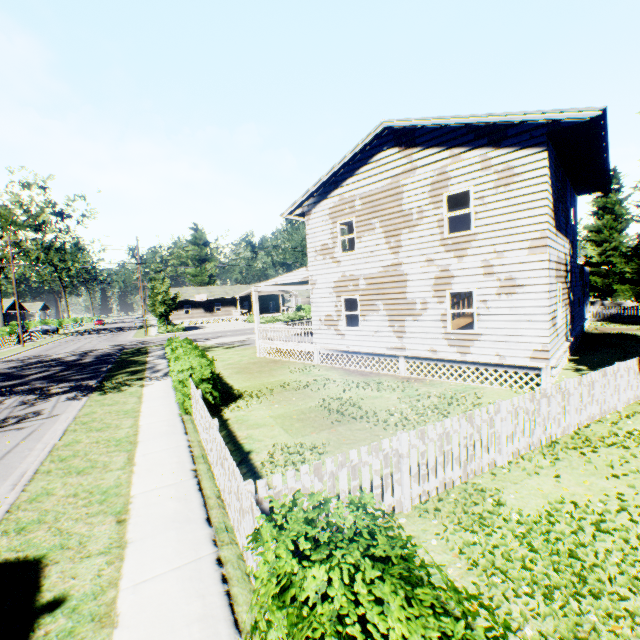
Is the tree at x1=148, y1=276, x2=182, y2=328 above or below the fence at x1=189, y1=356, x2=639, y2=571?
above

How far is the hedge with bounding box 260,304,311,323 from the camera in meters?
47.1 m

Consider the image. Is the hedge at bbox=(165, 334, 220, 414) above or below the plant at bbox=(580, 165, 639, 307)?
below

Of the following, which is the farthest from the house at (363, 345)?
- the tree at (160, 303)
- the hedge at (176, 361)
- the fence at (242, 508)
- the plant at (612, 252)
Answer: the tree at (160, 303)

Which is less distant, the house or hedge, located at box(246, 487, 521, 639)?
hedge, located at box(246, 487, 521, 639)

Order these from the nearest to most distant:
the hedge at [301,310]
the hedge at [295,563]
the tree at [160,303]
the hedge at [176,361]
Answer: the hedge at [295,563] → the hedge at [176,361] → the tree at [160,303] → the hedge at [301,310]

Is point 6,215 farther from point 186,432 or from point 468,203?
point 468,203

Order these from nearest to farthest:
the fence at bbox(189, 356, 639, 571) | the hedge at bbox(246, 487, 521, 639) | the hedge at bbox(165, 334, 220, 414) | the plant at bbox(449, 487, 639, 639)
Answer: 1. the hedge at bbox(246, 487, 521, 639)
2. the plant at bbox(449, 487, 639, 639)
3. the fence at bbox(189, 356, 639, 571)
4. the hedge at bbox(165, 334, 220, 414)
